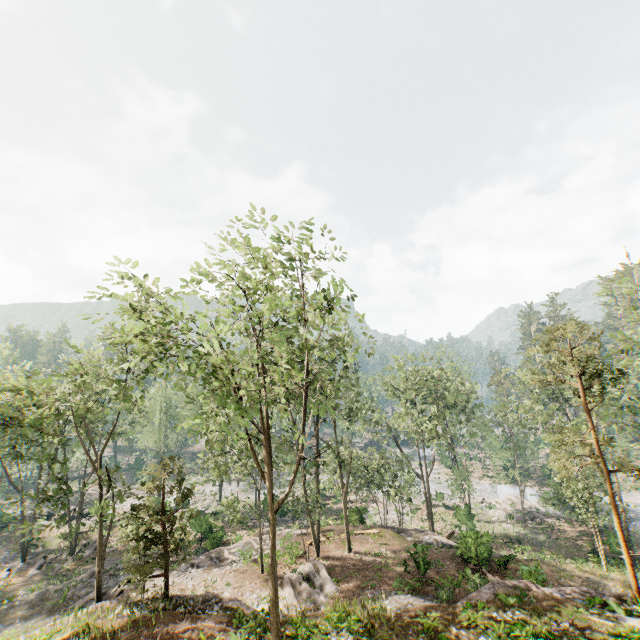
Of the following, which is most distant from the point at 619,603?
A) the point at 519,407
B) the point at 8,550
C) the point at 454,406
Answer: the point at 8,550

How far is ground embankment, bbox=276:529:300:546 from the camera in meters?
28.2 m

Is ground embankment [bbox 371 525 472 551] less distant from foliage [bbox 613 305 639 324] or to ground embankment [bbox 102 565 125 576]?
foliage [bbox 613 305 639 324]

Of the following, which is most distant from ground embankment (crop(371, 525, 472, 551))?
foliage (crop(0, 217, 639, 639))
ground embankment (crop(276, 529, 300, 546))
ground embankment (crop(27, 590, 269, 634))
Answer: ground embankment (crop(27, 590, 269, 634))

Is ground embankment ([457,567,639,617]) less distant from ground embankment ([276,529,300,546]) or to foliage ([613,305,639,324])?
foliage ([613,305,639,324])

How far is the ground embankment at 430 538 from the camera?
26.27m

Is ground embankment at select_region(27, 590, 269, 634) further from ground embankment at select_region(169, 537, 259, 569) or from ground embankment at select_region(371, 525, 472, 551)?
ground embankment at select_region(371, 525, 472, 551)

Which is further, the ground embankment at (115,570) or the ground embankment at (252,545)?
the ground embankment at (252,545)
